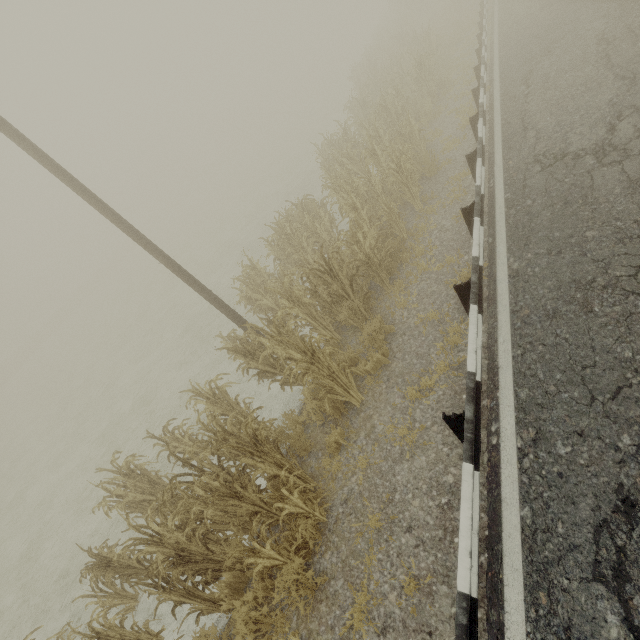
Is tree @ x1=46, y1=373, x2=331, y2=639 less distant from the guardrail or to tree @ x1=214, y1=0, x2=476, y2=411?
the guardrail

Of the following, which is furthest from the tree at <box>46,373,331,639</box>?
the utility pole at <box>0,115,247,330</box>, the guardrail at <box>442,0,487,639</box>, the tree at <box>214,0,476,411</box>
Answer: the tree at <box>214,0,476,411</box>

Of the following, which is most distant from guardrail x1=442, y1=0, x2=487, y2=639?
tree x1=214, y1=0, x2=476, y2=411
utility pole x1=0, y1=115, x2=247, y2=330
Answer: utility pole x1=0, y1=115, x2=247, y2=330

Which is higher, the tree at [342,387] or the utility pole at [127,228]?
the utility pole at [127,228]

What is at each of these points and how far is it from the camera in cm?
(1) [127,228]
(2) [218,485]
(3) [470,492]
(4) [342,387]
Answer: (1) utility pole, 737
(2) tree, 501
(3) guardrail, 292
(4) tree, 527

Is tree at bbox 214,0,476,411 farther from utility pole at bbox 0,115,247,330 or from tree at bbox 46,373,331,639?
tree at bbox 46,373,331,639

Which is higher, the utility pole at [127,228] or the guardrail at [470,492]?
the utility pole at [127,228]
